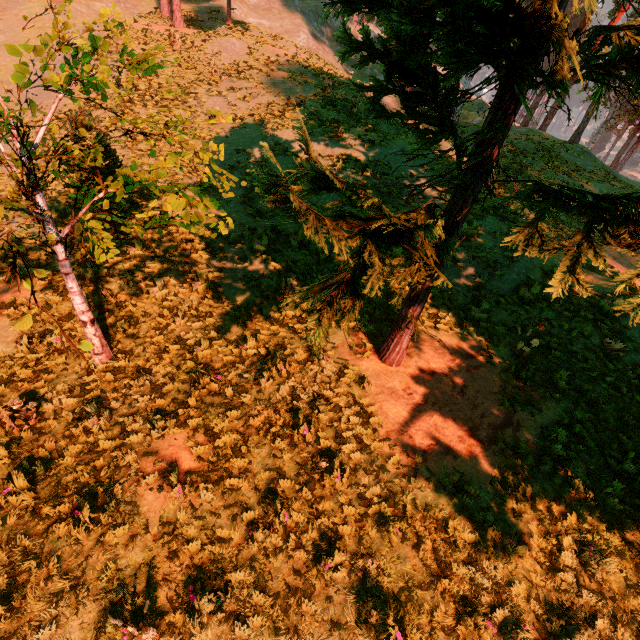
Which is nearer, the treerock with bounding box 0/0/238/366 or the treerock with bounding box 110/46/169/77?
the treerock with bounding box 0/0/238/366

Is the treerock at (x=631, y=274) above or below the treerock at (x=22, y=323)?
above

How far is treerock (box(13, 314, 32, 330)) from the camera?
3.14m

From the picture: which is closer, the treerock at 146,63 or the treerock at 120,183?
the treerock at 120,183

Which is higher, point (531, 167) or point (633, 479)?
point (531, 167)
